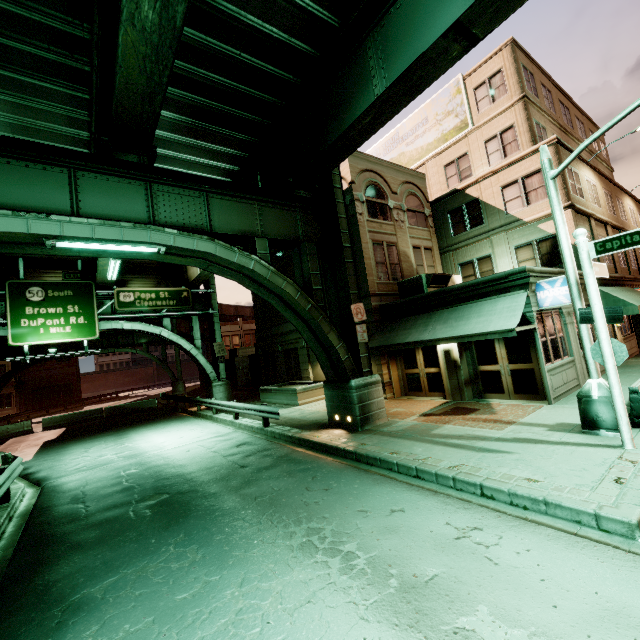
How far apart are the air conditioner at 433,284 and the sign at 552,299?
4.5 meters

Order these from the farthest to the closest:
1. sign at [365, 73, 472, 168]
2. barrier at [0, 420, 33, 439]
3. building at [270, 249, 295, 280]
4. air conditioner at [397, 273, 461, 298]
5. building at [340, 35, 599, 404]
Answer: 1. barrier at [0, 420, 33, 439]
2. building at [270, 249, 295, 280]
3. sign at [365, 73, 472, 168]
4. air conditioner at [397, 273, 461, 298]
5. building at [340, 35, 599, 404]

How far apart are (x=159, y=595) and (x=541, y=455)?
7.6 meters

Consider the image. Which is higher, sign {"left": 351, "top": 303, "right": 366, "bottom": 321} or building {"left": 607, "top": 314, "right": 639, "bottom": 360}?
sign {"left": 351, "top": 303, "right": 366, "bottom": 321}

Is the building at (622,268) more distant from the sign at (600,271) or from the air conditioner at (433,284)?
the sign at (600,271)

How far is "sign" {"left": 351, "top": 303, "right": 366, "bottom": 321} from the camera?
12.1 meters

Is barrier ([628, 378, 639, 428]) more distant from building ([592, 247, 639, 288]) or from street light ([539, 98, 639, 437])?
building ([592, 247, 639, 288])

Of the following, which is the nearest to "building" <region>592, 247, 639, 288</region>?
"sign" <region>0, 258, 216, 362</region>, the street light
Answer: the street light
